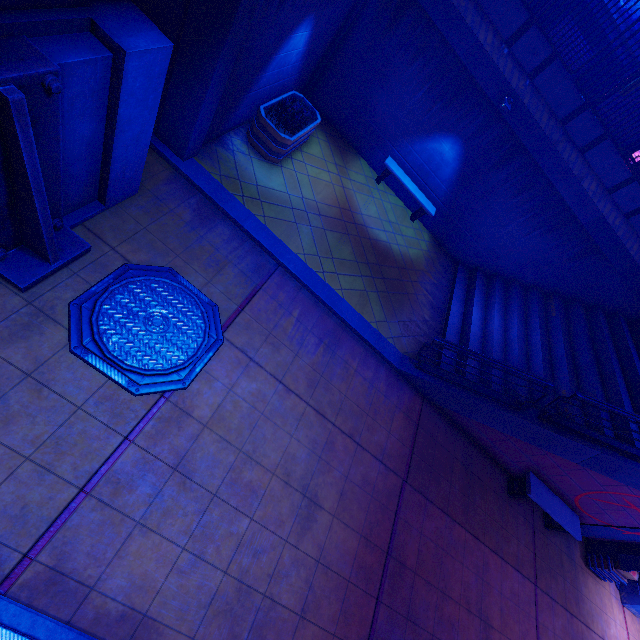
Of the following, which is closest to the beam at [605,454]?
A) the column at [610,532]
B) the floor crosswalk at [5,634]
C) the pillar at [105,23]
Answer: the column at [610,532]

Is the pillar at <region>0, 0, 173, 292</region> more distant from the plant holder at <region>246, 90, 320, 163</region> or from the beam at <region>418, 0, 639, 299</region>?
the beam at <region>418, 0, 639, 299</region>

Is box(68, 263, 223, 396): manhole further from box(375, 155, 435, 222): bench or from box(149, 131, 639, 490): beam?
box(375, 155, 435, 222): bench

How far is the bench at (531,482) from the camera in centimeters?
838cm

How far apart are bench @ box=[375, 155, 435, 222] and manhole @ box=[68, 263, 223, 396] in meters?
7.8

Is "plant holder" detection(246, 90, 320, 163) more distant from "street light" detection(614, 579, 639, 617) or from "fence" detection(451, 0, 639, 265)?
"street light" detection(614, 579, 639, 617)

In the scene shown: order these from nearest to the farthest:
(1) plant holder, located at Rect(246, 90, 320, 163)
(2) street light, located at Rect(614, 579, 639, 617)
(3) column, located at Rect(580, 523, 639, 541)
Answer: (1) plant holder, located at Rect(246, 90, 320, 163), (3) column, located at Rect(580, 523, 639, 541), (2) street light, located at Rect(614, 579, 639, 617)

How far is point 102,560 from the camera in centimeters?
A: 377cm
